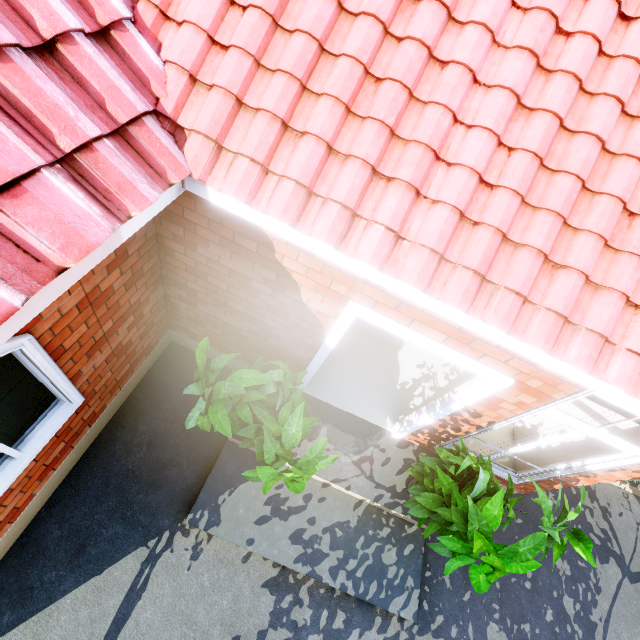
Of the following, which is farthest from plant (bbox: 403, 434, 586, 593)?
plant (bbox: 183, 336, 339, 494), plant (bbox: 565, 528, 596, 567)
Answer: plant (bbox: 183, 336, 339, 494)

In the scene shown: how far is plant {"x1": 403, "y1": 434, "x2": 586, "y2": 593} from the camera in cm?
278

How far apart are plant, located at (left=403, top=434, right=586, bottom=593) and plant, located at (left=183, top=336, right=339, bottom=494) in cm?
111

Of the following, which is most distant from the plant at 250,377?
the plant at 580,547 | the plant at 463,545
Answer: the plant at 580,547

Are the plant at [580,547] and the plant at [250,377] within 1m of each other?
no

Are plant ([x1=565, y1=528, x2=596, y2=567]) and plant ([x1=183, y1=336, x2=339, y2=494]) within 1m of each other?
no

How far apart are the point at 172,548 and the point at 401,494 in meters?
2.9 m

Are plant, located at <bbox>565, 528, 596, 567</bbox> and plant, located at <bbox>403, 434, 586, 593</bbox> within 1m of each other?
yes
